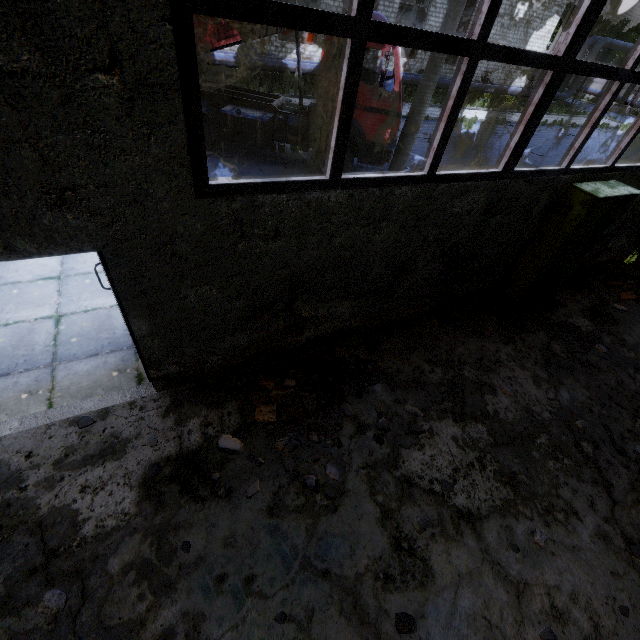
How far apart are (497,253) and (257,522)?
5.49m

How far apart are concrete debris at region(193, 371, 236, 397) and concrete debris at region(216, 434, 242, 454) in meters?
0.5 m

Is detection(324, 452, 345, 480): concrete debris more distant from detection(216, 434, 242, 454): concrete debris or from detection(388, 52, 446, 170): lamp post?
detection(388, 52, 446, 170): lamp post

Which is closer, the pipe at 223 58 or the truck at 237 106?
the truck at 237 106

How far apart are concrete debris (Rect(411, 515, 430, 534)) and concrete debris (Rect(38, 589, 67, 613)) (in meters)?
3.36

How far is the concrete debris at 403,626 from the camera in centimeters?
292cm

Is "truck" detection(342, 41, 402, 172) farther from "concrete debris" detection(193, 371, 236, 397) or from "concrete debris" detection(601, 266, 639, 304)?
"concrete debris" detection(193, 371, 236, 397)

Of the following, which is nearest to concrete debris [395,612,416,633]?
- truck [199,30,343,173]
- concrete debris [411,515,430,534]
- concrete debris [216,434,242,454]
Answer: concrete debris [411,515,430,534]
